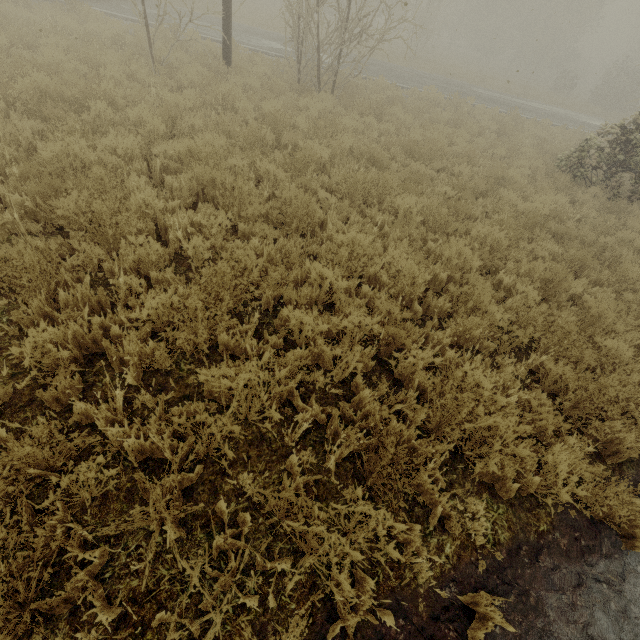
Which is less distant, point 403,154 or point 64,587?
point 64,587

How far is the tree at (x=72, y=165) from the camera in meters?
4.6

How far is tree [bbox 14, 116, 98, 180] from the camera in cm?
458
